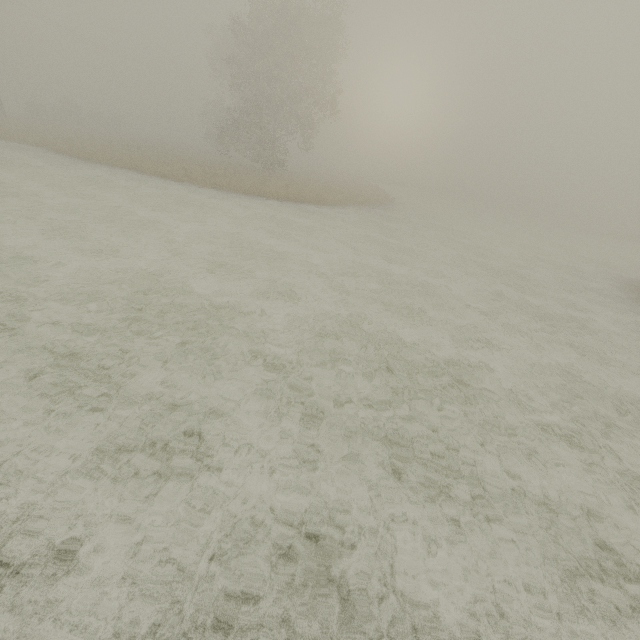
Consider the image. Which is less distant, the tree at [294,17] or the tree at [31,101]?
the tree at [294,17]

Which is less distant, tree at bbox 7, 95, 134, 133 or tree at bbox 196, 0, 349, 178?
tree at bbox 196, 0, 349, 178

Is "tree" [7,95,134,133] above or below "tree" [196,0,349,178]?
below

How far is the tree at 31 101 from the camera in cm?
3925

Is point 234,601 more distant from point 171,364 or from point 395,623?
point 171,364

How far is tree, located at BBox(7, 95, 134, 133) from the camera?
39.25m
